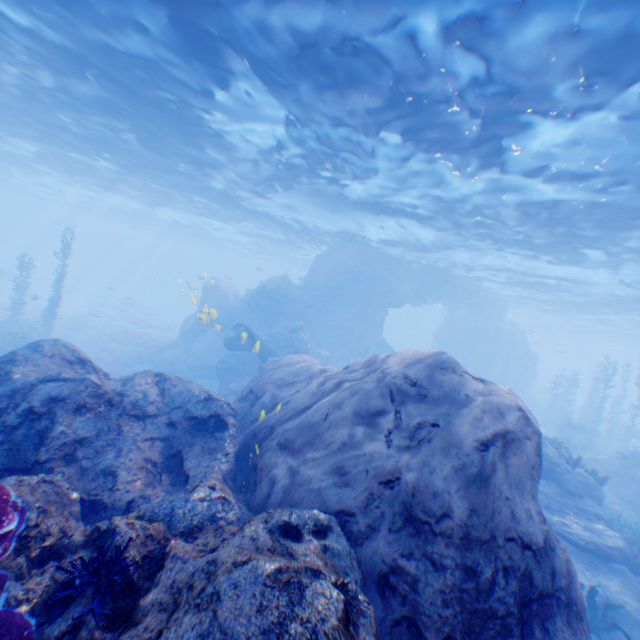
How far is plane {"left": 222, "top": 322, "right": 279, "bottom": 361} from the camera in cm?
1445

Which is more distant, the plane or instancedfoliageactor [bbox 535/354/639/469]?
instancedfoliageactor [bbox 535/354/639/469]

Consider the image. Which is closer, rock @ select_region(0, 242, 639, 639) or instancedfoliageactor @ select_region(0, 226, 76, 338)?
rock @ select_region(0, 242, 639, 639)

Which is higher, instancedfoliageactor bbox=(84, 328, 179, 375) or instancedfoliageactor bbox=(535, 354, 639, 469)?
instancedfoliageactor bbox=(535, 354, 639, 469)

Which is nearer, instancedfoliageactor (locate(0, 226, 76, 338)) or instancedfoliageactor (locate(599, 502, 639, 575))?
instancedfoliageactor (locate(599, 502, 639, 575))

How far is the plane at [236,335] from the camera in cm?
1445

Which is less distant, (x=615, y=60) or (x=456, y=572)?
(x=456, y=572)

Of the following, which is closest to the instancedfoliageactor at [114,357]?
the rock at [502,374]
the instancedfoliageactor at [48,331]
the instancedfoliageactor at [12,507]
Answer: the rock at [502,374]
